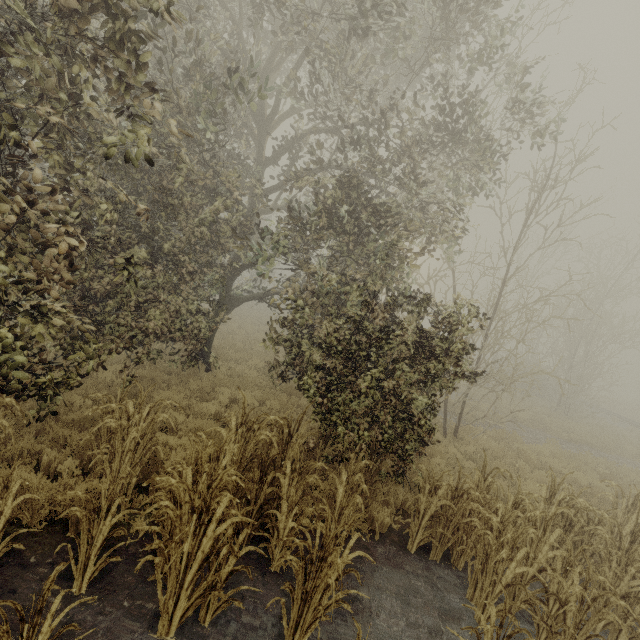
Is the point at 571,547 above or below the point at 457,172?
below
